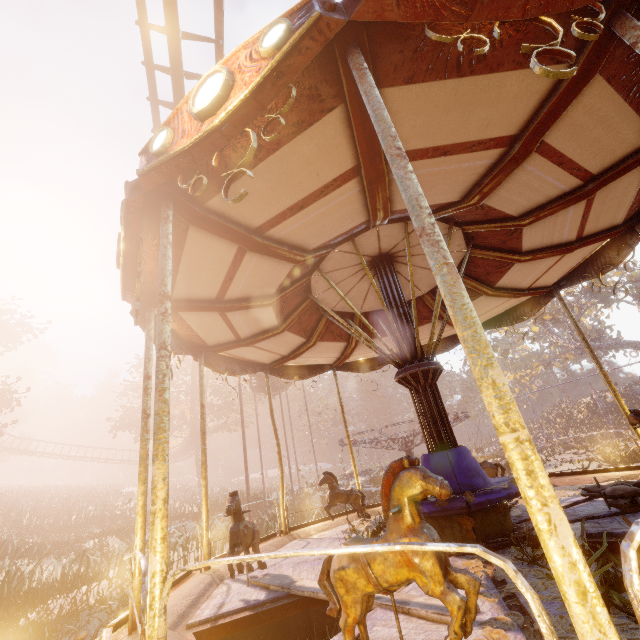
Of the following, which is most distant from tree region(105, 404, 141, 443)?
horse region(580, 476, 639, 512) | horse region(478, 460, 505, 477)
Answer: horse region(580, 476, 639, 512)

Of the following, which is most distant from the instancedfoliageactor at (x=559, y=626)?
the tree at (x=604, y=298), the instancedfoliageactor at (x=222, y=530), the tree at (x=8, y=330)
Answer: the tree at (x=604, y=298)

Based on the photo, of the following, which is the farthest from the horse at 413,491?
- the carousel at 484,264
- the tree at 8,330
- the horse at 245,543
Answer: Answer: the tree at 8,330

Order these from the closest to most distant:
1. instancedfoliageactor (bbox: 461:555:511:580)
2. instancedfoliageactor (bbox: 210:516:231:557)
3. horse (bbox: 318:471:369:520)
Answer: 1. instancedfoliageactor (bbox: 461:555:511:580)
2. horse (bbox: 318:471:369:520)
3. instancedfoliageactor (bbox: 210:516:231:557)

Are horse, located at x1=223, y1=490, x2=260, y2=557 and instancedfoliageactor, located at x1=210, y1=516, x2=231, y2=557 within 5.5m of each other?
no

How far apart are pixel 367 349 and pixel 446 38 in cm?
627

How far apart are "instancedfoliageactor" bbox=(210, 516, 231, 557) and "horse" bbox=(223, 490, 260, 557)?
10.9m

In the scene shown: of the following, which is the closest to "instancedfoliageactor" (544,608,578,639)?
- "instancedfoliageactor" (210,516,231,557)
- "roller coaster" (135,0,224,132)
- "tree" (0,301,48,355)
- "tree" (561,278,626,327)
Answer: "roller coaster" (135,0,224,132)
